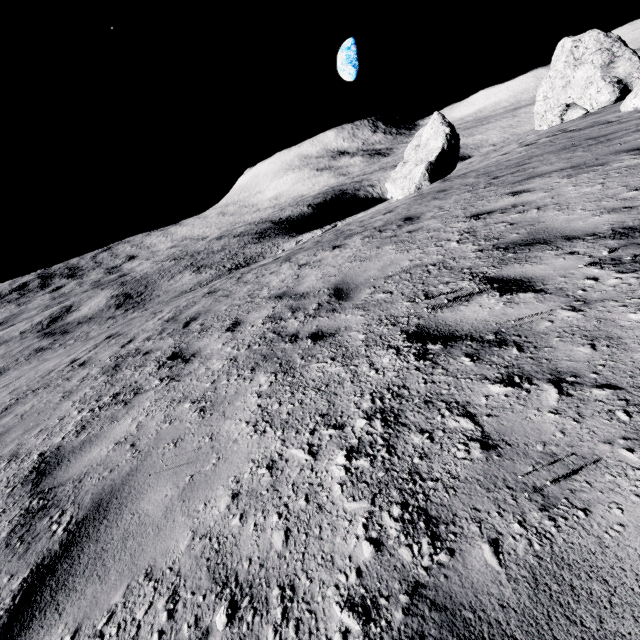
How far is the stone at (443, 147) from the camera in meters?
27.5

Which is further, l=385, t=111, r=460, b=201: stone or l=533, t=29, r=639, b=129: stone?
l=385, t=111, r=460, b=201: stone

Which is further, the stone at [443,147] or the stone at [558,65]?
the stone at [443,147]

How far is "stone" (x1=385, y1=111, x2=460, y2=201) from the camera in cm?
2755

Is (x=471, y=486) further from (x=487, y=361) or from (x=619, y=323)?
(x=619, y=323)
